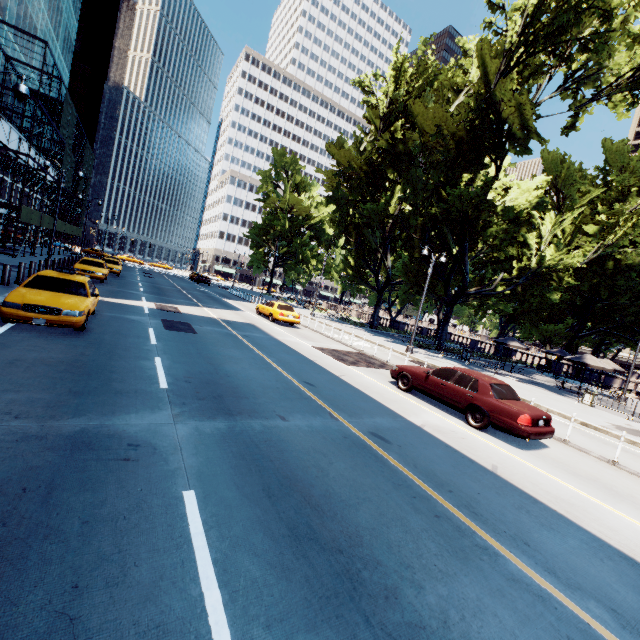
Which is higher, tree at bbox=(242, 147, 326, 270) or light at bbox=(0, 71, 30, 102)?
tree at bbox=(242, 147, 326, 270)

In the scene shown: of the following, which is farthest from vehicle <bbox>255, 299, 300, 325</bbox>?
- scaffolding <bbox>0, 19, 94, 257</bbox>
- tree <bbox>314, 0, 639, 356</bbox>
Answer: scaffolding <bbox>0, 19, 94, 257</bbox>

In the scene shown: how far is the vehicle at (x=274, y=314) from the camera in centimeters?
2233cm

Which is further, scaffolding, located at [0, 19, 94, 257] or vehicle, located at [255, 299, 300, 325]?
scaffolding, located at [0, 19, 94, 257]

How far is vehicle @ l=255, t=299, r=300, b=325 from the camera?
22.33m

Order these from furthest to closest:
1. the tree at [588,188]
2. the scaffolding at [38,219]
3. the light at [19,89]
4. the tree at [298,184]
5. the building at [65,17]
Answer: the tree at [298,184] → the building at [65,17] → the scaffolding at [38,219] → the tree at [588,188] → the light at [19,89]

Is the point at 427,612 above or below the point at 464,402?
below

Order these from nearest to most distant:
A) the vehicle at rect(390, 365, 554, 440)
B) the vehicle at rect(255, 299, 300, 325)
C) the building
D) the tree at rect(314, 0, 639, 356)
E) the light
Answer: the vehicle at rect(390, 365, 554, 440)
the light
the tree at rect(314, 0, 639, 356)
the vehicle at rect(255, 299, 300, 325)
the building
